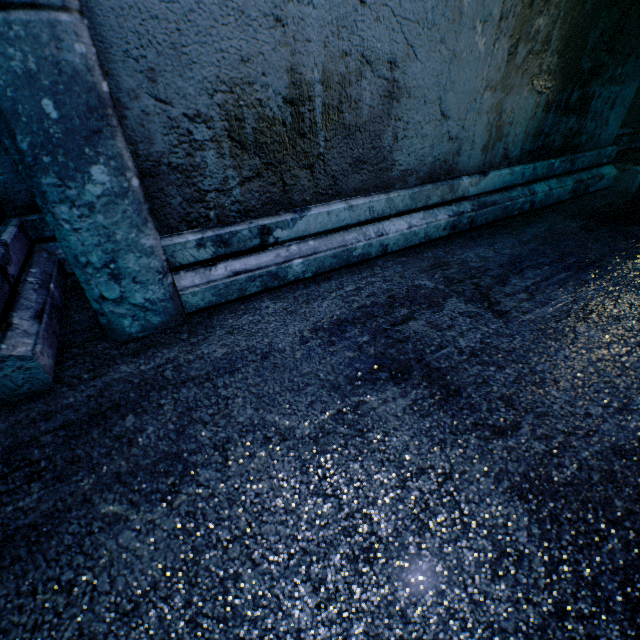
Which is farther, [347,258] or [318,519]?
[347,258]
